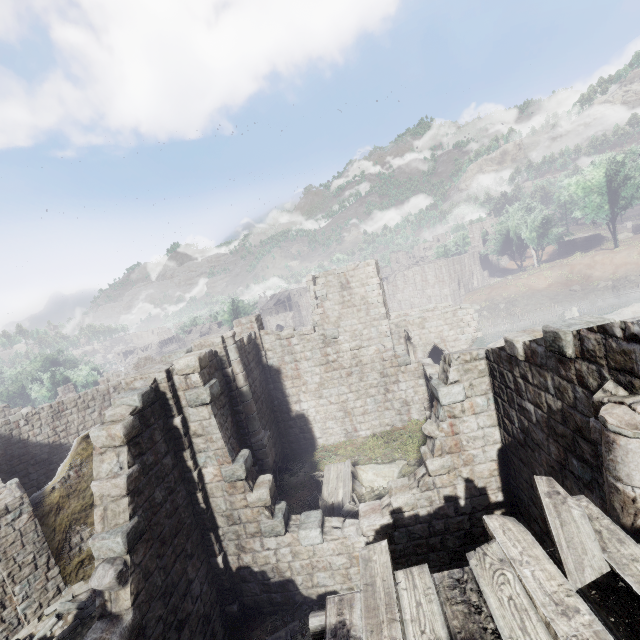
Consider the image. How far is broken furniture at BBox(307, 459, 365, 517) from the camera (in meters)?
12.54

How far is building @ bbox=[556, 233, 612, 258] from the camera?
51.44m

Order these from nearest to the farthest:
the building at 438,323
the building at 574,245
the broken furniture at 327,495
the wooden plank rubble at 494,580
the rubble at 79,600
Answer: the wooden plank rubble at 494,580 < the building at 438,323 < the rubble at 79,600 < the broken furniture at 327,495 < the building at 574,245

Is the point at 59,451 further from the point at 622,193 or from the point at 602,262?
the point at 622,193

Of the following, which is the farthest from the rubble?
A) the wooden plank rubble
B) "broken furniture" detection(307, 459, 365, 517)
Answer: the wooden plank rubble

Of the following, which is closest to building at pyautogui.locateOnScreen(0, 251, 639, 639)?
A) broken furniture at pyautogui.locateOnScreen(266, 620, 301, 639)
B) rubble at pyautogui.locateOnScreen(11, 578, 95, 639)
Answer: rubble at pyautogui.locateOnScreen(11, 578, 95, 639)

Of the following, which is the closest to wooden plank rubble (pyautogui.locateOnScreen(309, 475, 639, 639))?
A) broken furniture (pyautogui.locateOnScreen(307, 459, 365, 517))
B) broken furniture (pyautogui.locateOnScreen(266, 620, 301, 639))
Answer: broken furniture (pyautogui.locateOnScreen(266, 620, 301, 639))

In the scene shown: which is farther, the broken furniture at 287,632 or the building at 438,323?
the broken furniture at 287,632
